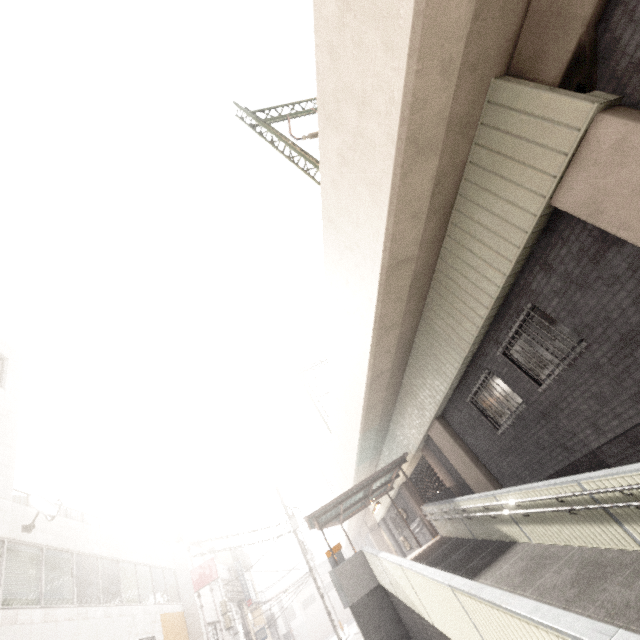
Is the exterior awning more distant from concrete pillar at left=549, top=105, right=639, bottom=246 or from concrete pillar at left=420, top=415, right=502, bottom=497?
concrete pillar at left=549, top=105, right=639, bottom=246

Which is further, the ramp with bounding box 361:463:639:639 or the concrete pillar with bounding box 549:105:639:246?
the concrete pillar with bounding box 549:105:639:246

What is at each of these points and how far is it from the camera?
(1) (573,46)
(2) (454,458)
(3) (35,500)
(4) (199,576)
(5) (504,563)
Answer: (1) concrete pillar, 4.5m
(2) concrete pillar, 11.8m
(3) satellite dish, 9.7m
(4) sign, 17.6m
(5) ramp, 7.5m

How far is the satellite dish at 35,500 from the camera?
9.4m

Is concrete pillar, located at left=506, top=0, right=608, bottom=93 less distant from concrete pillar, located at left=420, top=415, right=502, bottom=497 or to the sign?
concrete pillar, located at left=420, top=415, right=502, bottom=497

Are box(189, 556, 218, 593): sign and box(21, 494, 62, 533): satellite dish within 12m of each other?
yes

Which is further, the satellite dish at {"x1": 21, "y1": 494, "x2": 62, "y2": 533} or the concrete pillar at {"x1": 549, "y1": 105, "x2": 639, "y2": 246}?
the satellite dish at {"x1": 21, "y1": 494, "x2": 62, "y2": 533}

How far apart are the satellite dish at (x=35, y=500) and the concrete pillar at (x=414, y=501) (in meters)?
16.25
